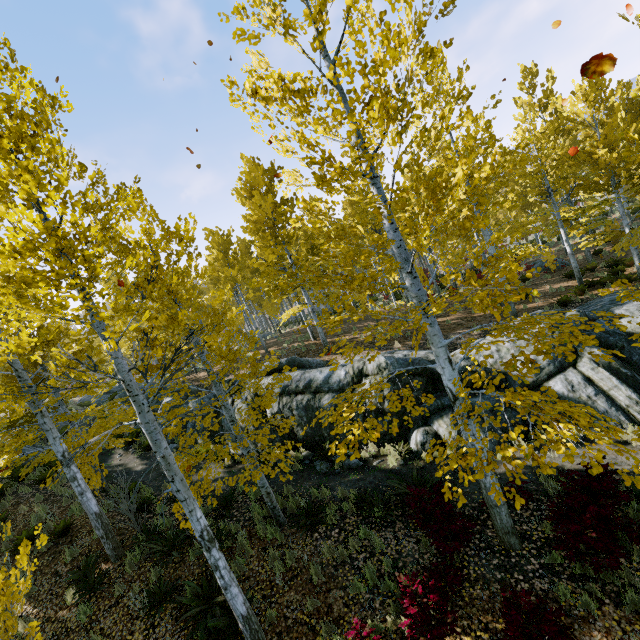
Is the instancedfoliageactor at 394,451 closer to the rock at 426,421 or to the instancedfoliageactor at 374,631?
the rock at 426,421

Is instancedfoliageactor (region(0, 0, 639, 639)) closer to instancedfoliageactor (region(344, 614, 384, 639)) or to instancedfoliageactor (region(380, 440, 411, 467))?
instancedfoliageactor (region(344, 614, 384, 639))

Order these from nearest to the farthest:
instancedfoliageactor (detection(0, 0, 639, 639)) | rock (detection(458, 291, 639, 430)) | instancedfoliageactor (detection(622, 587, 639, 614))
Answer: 1. instancedfoliageactor (detection(0, 0, 639, 639))
2. instancedfoliageactor (detection(622, 587, 639, 614))
3. rock (detection(458, 291, 639, 430))

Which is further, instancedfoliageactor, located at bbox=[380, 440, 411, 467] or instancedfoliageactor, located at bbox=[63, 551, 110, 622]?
instancedfoliageactor, located at bbox=[380, 440, 411, 467]

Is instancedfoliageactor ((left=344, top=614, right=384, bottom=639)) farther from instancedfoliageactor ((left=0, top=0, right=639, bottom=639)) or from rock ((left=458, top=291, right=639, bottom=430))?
rock ((left=458, top=291, right=639, bottom=430))

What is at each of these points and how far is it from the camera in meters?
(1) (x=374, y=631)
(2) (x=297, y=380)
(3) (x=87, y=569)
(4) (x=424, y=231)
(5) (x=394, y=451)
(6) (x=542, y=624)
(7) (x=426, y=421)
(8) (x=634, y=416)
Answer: (1) instancedfoliageactor, 5.5
(2) rock, 11.6
(3) instancedfoliageactor, 8.1
(4) instancedfoliageactor, 4.6
(5) instancedfoliageactor, 9.8
(6) instancedfoliageactor, 4.3
(7) rock, 10.2
(8) rock, 8.6

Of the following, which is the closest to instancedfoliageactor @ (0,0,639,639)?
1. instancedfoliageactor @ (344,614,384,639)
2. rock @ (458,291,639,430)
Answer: rock @ (458,291,639,430)

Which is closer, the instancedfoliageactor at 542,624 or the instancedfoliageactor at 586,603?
the instancedfoliageactor at 542,624
